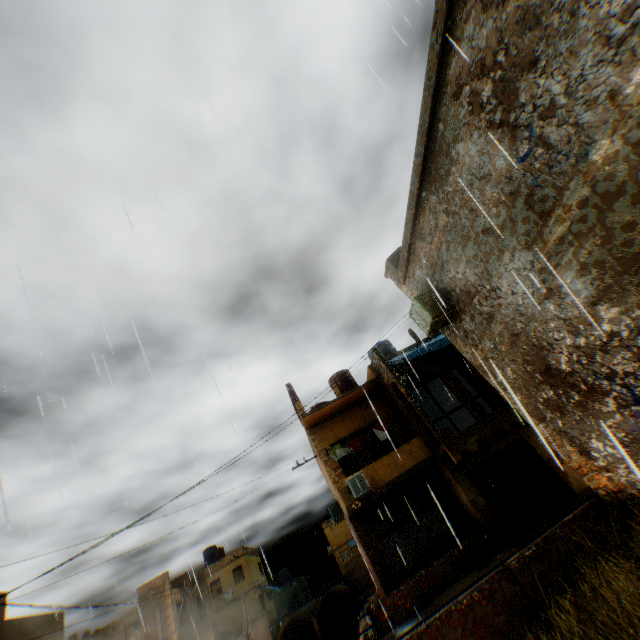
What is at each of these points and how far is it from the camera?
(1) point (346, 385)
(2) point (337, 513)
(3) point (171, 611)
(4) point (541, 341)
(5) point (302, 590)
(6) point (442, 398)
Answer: (1) water tank, 20.4 meters
(2) air conditioner, 19.5 meters
(3) building, 21.9 meters
(4) building, 6.1 meters
(5) building, 46.1 meters
(6) building, 22.2 meters

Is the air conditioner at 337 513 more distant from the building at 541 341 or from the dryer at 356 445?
the dryer at 356 445

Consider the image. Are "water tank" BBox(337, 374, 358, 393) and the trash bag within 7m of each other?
no

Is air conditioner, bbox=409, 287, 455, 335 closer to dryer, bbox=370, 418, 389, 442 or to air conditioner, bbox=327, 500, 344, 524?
air conditioner, bbox=327, 500, 344, 524

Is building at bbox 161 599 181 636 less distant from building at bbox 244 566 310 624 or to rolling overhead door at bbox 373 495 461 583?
rolling overhead door at bbox 373 495 461 583

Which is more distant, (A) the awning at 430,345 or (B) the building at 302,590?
(B) the building at 302,590

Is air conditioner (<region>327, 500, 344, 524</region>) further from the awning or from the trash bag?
the awning

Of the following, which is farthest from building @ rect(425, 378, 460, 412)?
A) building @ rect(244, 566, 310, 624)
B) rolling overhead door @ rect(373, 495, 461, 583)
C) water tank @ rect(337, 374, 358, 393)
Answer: building @ rect(244, 566, 310, 624)
